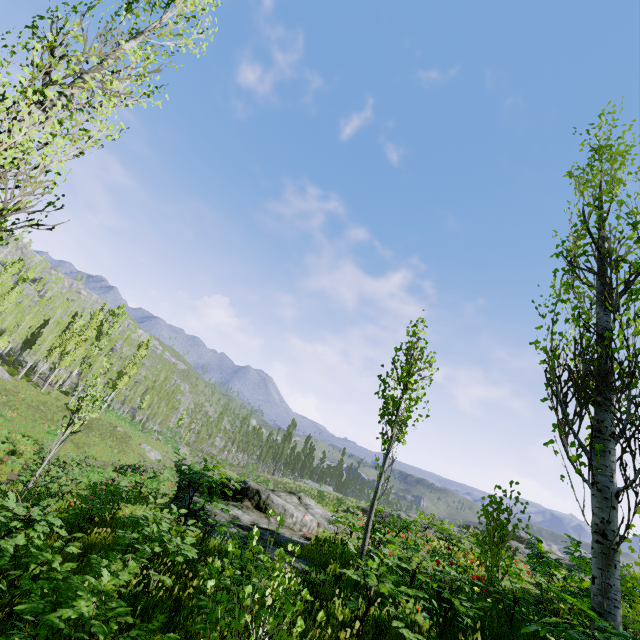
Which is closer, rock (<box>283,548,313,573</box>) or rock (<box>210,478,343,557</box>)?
rock (<box>283,548,313,573</box>)

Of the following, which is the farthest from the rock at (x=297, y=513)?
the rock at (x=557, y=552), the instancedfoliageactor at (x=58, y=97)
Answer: the rock at (x=557, y=552)

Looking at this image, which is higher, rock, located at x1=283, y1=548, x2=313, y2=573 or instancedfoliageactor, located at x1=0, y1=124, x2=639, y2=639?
rock, located at x1=283, y1=548, x2=313, y2=573

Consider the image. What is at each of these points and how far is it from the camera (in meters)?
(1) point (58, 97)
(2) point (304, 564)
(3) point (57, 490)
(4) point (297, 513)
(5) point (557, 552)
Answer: (1) instancedfoliageactor, 5.12
(2) rock, 6.95
(3) instancedfoliageactor, 5.85
(4) rock, 11.93
(5) rock, 27.64

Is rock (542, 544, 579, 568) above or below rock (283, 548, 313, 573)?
above

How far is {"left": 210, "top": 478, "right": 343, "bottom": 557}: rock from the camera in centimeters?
921cm

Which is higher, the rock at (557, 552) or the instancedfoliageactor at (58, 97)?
the instancedfoliageactor at (58, 97)

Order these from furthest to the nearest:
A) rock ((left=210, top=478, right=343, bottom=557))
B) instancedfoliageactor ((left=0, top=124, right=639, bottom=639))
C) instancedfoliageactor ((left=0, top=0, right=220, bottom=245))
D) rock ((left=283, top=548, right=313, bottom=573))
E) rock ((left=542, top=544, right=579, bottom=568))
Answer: rock ((left=542, top=544, right=579, bottom=568)) < rock ((left=210, top=478, right=343, bottom=557)) < rock ((left=283, top=548, right=313, bottom=573)) < instancedfoliageactor ((left=0, top=0, right=220, bottom=245)) < instancedfoliageactor ((left=0, top=124, right=639, bottom=639))
